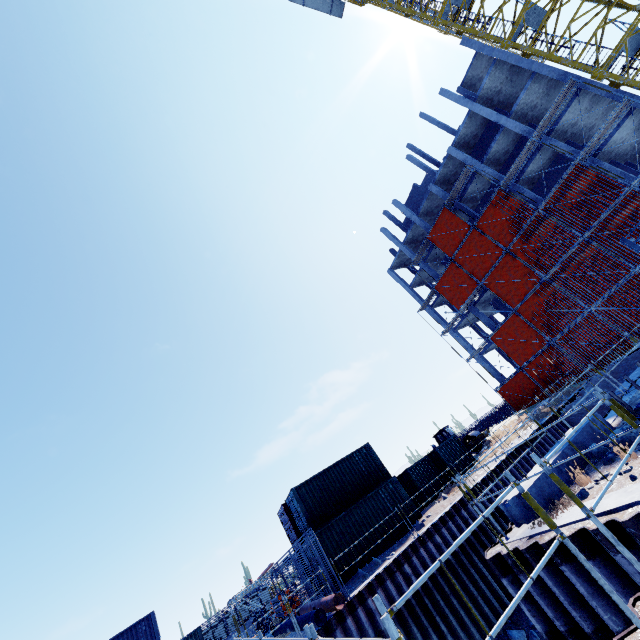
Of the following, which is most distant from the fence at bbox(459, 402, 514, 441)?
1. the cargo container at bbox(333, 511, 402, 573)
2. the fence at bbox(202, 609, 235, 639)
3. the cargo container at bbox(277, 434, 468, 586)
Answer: the fence at bbox(202, 609, 235, 639)

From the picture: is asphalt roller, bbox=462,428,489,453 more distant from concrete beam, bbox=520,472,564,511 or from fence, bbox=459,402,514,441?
concrete beam, bbox=520,472,564,511

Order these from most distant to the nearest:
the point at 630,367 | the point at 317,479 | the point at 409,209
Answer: the point at 409,209 < the point at 630,367 < the point at 317,479

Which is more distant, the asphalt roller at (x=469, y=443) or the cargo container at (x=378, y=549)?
the asphalt roller at (x=469, y=443)

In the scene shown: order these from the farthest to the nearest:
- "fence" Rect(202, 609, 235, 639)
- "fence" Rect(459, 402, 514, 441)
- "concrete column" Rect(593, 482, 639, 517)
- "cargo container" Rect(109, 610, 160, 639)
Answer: "fence" Rect(459, 402, 514, 441), "fence" Rect(202, 609, 235, 639), "cargo container" Rect(109, 610, 160, 639), "concrete column" Rect(593, 482, 639, 517)

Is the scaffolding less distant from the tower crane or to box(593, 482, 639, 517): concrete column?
box(593, 482, 639, 517): concrete column

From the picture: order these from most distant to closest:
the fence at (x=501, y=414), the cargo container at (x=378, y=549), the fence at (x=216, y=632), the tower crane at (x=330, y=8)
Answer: the fence at (x=501, y=414) < the tower crane at (x=330, y=8) < the fence at (x=216, y=632) < the cargo container at (x=378, y=549)

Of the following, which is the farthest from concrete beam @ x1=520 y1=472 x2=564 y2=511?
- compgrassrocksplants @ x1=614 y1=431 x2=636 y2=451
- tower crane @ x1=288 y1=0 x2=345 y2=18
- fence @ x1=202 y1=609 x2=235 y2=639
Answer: tower crane @ x1=288 y1=0 x2=345 y2=18
